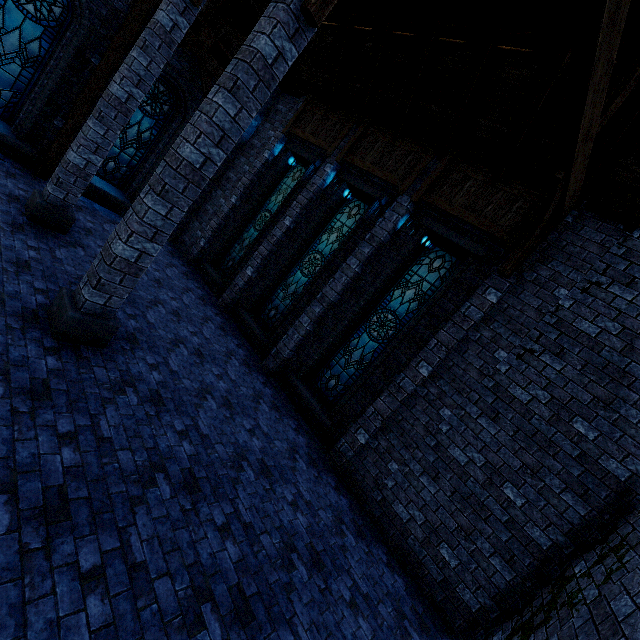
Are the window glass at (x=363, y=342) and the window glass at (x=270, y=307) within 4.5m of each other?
yes

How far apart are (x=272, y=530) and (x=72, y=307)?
4.26m

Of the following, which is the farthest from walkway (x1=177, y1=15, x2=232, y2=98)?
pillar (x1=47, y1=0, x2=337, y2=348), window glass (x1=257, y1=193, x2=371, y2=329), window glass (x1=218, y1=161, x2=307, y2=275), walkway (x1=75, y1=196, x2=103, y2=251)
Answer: pillar (x1=47, y1=0, x2=337, y2=348)

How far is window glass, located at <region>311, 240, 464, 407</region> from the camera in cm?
744

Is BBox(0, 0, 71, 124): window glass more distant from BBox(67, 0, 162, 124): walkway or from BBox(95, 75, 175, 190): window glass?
BBox(95, 75, 175, 190): window glass

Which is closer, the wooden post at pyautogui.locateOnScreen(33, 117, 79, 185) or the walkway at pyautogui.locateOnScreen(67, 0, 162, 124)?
the walkway at pyautogui.locateOnScreen(67, 0, 162, 124)

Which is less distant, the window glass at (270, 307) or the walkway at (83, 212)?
the walkway at (83, 212)

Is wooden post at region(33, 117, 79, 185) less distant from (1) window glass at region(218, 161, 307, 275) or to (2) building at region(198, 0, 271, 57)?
(2) building at region(198, 0, 271, 57)
